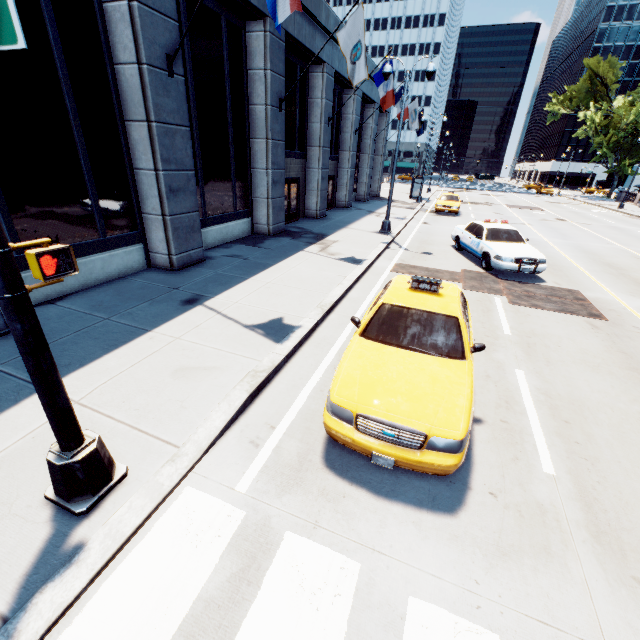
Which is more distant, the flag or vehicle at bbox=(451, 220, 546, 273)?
vehicle at bbox=(451, 220, 546, 273)

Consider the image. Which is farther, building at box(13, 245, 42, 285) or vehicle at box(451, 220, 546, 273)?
vehicle at box(451, 220, 546, 273)

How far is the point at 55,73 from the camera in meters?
6.8 m

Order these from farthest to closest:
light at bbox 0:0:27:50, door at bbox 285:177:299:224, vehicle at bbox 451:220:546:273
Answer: door at bbox 285:177:299:224 → vehicle at bbox 451:220:546:273 → light at bbox 0:0:27:50

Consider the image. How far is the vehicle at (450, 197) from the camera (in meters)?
25.19

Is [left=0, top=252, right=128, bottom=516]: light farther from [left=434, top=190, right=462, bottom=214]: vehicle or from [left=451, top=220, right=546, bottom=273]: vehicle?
[left=434, top=190, right=462, bottom=214]: vehicle

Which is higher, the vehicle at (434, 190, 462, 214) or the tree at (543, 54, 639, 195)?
the tree at (543, 54, 639, 195)

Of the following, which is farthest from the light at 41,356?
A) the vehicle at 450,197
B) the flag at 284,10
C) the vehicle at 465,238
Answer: the vehicle at 450,197
